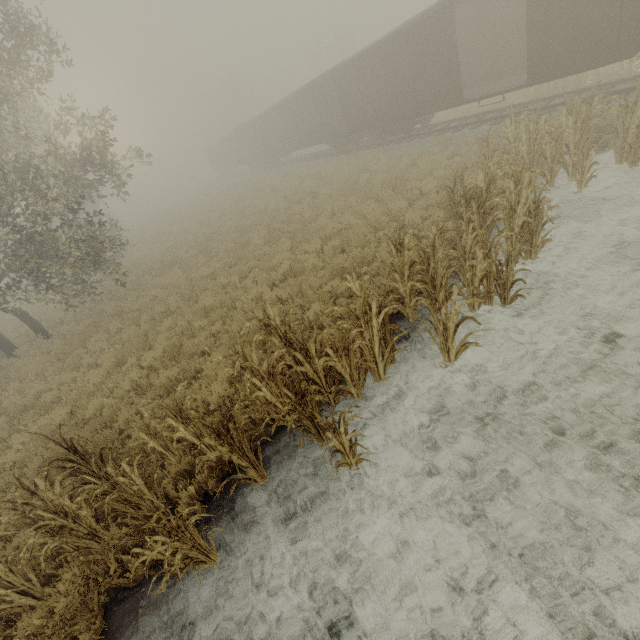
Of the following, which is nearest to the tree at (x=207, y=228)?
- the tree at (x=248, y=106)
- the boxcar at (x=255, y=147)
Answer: the boxcar at (x=255, y=147)

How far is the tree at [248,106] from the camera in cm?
5476

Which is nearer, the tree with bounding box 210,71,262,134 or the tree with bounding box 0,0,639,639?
the tree with bounding box 0,0,639,639

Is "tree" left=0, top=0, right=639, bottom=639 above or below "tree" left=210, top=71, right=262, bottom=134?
below

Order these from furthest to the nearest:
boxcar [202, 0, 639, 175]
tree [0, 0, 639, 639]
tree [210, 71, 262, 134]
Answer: tree [210, 71, 262, 134]
boxcar [202, 0, 639, 175]
tree [0, 0, 639, 639]

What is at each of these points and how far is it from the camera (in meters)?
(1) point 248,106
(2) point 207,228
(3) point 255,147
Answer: (1) tree, 56.78
(2) tree, 20.16
(3) boxcar, 34.06

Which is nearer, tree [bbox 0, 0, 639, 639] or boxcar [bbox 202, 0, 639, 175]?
tree [bbox 0, 0, 639, 639]

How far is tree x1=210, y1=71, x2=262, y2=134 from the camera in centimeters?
5476cm
